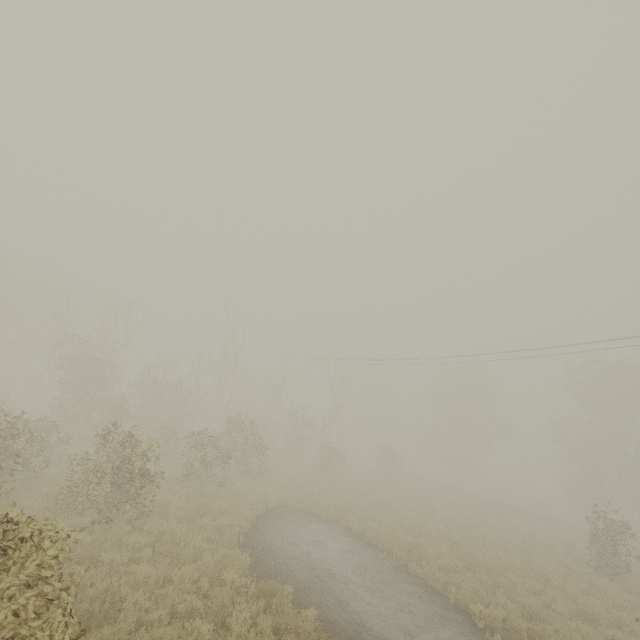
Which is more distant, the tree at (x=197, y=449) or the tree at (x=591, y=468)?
the tree at (x=591, y=468)

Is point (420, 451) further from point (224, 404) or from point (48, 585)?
point (48, 585)

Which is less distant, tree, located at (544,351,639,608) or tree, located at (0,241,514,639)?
tree, located at (0,241,514,639)
